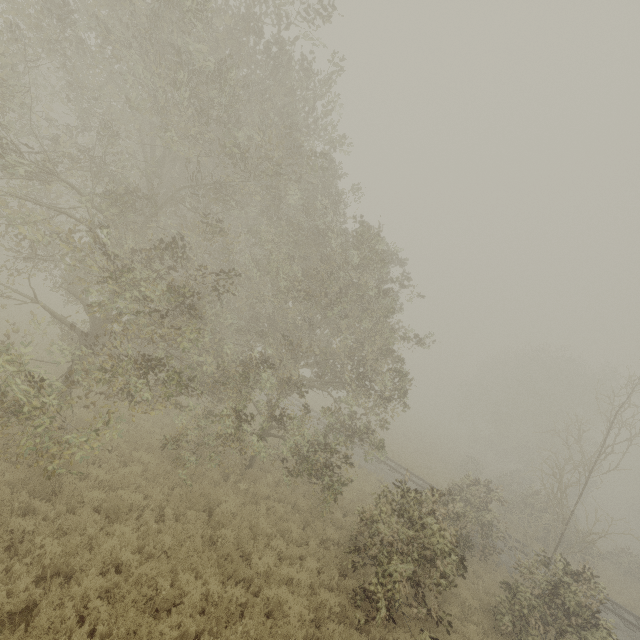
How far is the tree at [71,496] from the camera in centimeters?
816cm

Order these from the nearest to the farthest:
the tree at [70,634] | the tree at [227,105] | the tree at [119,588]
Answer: the tree at [70,634] < the tree at [119,588] < the tree at [227,105]

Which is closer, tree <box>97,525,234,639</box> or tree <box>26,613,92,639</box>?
tree <box>26,613,92,639</box>

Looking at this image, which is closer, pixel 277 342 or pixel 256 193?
pixel 256 193

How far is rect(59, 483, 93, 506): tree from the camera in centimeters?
816cm

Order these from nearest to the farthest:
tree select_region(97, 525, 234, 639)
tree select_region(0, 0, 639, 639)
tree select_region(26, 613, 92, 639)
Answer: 1. tree select_region(26, 613, 92, 639)
2. tree select_region(97, 525, 234, 639)
3. tree select_region(0, 0, 639, 639)

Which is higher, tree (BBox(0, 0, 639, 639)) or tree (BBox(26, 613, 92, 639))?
tree (BBox(0, 0, 639, 639))
